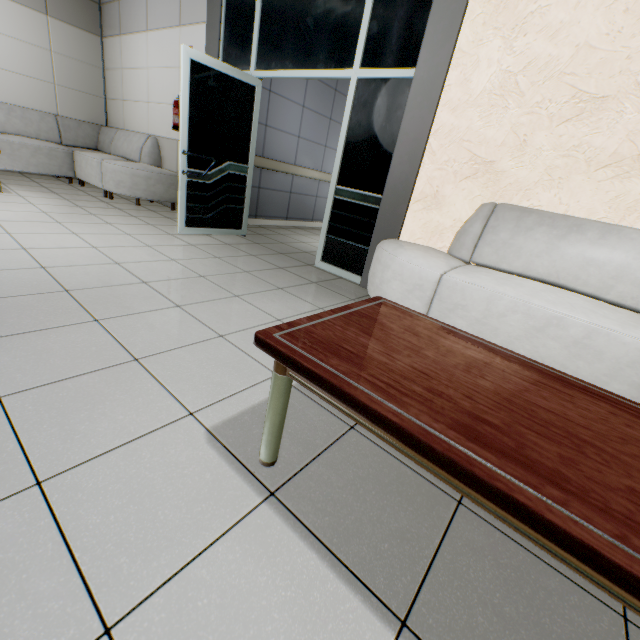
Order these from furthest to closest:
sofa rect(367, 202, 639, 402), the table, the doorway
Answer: the doorway
sofa rect(367, 202, 639, 402)
the table

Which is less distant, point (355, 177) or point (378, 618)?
point (378, 618)

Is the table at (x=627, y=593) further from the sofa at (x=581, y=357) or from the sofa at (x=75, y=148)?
the sofa at (x=75, y=148)

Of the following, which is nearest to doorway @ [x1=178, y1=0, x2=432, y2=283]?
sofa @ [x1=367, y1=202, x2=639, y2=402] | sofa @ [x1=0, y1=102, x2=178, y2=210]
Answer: sofa @ [x1=367, y1=202, x2=639, y2=402]

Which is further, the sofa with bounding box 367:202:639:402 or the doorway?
the doorway

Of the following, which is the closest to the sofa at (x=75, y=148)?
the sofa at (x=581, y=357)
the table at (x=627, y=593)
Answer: the sofa at (x=581, y=357)

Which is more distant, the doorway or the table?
the doorway

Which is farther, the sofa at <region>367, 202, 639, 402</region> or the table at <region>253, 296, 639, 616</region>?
the sofa at <region>367, 202, 639, 402</region>
